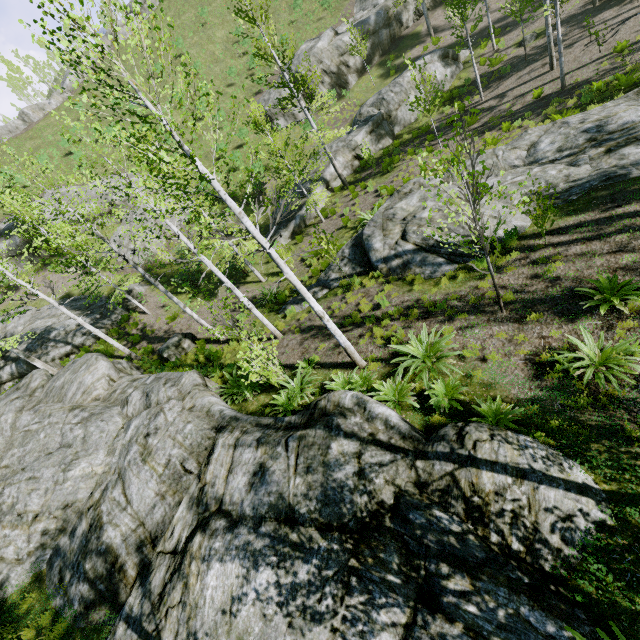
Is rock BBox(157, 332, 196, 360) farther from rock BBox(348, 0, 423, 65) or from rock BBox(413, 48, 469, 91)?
rock BBox(348, 0, 423, 65)

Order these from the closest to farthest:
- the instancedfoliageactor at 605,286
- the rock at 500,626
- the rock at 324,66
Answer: the rock at 500,626 < the instancedfoliageactor at 605,286 < the rock at 324,66

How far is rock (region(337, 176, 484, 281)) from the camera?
10.62m

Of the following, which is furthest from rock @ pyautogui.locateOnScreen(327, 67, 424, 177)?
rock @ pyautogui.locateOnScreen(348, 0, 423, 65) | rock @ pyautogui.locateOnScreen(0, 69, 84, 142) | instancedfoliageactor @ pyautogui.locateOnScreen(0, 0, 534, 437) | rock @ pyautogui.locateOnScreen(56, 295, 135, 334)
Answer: rock @ pyautogui.locateOnScreen(0, 69, 84, 142)

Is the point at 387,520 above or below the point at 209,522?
below

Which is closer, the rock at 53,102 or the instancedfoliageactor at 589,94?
the instancedfoliageactor at 589,94

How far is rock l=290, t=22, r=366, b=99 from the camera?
26.9 meters
